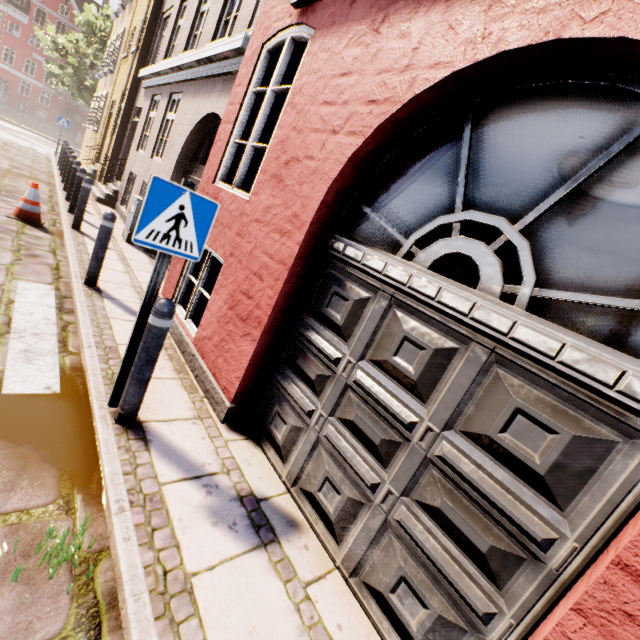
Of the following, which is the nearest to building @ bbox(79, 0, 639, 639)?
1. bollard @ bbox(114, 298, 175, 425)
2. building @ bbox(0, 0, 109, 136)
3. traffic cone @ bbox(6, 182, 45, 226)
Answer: bollard @ bbox(114, 298, 175, 425)

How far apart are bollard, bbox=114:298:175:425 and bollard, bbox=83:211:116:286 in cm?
284

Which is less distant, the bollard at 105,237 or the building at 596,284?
the building at 596,284

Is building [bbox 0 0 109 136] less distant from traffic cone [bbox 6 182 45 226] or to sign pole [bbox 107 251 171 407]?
traffic cone [bbox 6 182 45 226]

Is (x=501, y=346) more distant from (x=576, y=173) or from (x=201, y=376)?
(x=201, y=376)

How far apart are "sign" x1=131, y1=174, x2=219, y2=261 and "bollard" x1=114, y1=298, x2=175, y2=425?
0.3 meters

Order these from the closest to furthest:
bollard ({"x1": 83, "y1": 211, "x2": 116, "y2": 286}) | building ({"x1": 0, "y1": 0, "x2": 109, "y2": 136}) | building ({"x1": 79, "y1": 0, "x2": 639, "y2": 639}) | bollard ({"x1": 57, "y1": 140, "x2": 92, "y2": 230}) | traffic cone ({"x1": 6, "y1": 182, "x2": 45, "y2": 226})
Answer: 1. building ({"x1": 79, "y1": 0, "x2": 639, "y2": 639})
2. bollard ({"x1": 83, "y1": 211, "x2": 116, "y2": 286})
3. traffic cone ({"x1": 6, "y1": 182, "x2": 45, "y2": 226})
4. bollard ({"x1": 57, "y1": 140, "x2": 92, "y2": 230})
5. building ({"x1": 0, "y1": 0, "x2": 109, "y2": 136})

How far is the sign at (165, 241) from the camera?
2.2 meters
